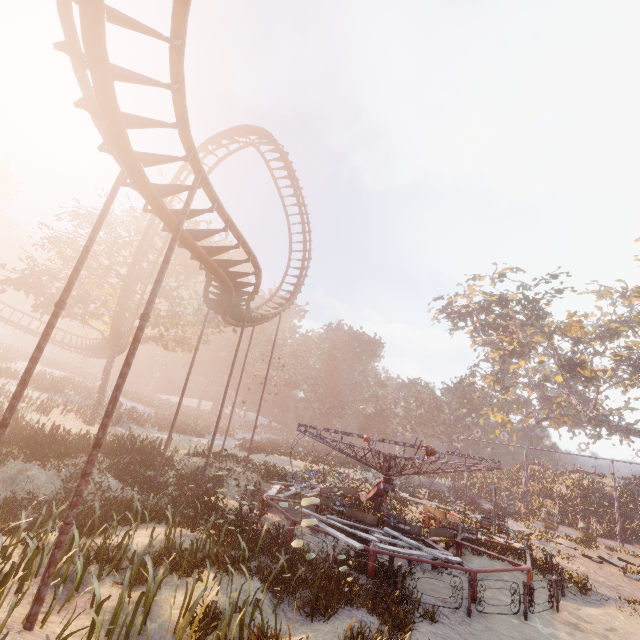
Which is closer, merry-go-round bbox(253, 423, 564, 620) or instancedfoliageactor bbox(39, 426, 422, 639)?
instancedfoliageactor bbox(39, 426, 422, 639)

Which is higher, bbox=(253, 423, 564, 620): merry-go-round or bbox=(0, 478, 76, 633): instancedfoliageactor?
bbox=(253, 423, 564, 620): merry-go-round

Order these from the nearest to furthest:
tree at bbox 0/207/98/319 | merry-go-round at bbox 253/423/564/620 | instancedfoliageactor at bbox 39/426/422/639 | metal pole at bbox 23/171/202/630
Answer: metal pole at bbox 23/171/202/630 → instancedfoliageactor at bbox 39/426/422/639 → merry-go-round at bbox 253/423/564/620 → tree at bbox 0/207/98/319

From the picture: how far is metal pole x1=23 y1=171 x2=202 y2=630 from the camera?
5.3 meters

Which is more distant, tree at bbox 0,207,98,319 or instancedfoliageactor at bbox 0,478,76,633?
tree at bbox 0,207,98,319

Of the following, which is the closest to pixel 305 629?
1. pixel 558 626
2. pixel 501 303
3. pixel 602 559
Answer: pixel 558 626

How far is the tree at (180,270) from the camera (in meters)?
25.14

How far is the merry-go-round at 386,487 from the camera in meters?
10.1 m
